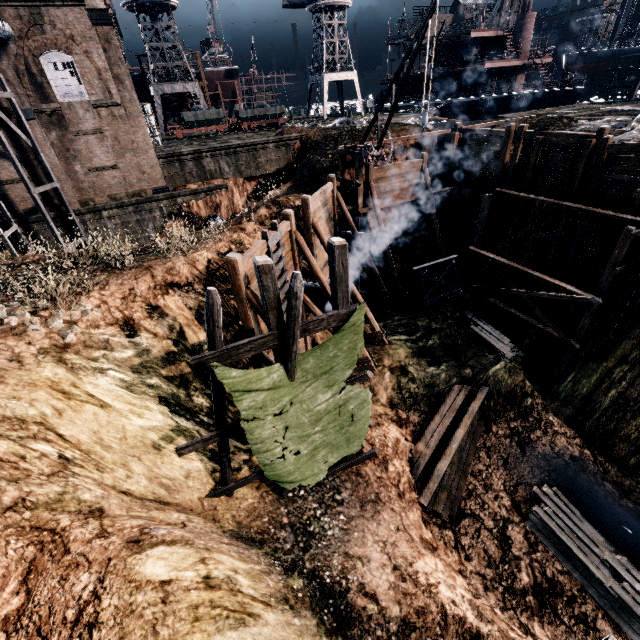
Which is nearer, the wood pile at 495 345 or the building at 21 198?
the wood pile at 495 345

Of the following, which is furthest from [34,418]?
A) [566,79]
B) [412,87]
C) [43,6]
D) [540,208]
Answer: [412,87]

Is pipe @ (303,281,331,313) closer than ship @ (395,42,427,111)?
Yes

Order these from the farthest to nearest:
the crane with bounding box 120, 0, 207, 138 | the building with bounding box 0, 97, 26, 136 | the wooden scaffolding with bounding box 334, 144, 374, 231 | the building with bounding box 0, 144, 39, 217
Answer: the crane with bounding box 120, 0, 207, 138 → the building with bounding box 0, 144, 39, 217 → the building with bounding box 0, 97, 26, 136 → the wooden scaffolding with bounding box 334, 144, 374, 231

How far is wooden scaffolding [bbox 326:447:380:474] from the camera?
13.4 meters

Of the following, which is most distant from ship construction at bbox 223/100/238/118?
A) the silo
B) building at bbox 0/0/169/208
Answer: the silo

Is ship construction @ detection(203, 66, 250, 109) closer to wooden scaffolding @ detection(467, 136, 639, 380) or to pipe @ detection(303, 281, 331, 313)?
wooden scaffolding @ detection(467, 136, 639, 380)

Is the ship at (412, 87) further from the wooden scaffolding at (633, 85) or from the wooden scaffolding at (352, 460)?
the wooden scaffolding at (352, 460)
